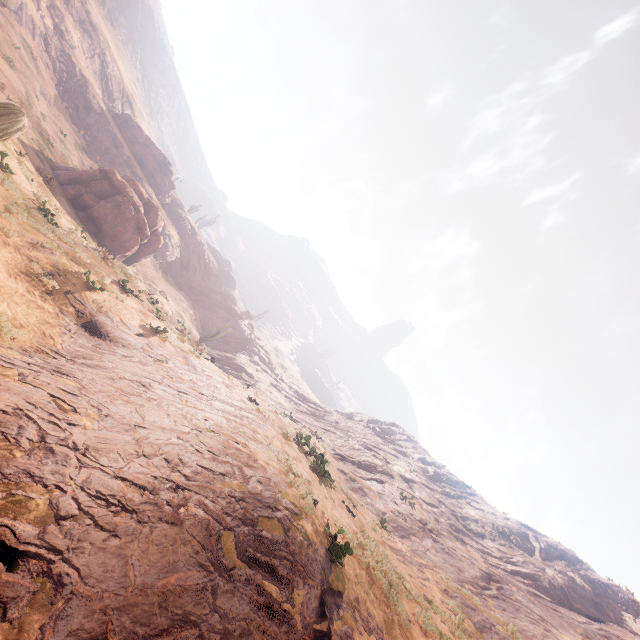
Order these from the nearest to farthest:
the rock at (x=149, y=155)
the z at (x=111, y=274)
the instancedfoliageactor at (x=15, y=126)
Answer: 1. the instancedfoliageactor at (x=15, y=126)
2. the z at (x=111, y=274)
3. the rock at (x=149, y=155)

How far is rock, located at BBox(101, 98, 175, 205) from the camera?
48.2 meters

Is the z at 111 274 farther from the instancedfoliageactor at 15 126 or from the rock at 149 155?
the rock at 149 155

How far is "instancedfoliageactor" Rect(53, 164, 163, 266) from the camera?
23.8 meters

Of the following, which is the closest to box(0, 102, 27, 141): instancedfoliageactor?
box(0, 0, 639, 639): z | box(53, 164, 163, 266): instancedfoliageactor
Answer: box(0, 0, 639, 639): z

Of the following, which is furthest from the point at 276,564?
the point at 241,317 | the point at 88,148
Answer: the point at 241,317

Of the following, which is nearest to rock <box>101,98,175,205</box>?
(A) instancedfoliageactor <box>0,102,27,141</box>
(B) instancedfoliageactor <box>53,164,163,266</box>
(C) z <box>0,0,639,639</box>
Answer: (B) instancedfoliageactor <box>53,164,163,266</box>
